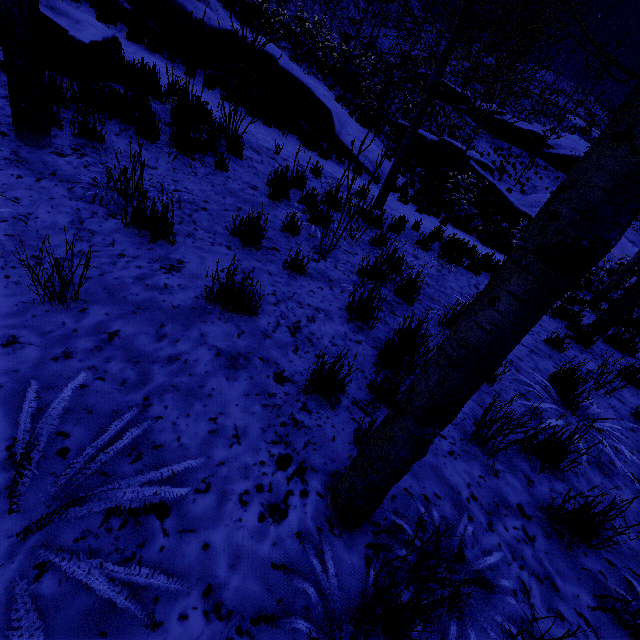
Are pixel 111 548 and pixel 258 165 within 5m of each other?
no

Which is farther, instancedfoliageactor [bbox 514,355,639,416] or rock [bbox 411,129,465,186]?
rock [bbox 411,129,465,186]

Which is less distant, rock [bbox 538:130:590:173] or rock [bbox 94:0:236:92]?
rock [bbox 94:0:236:92]

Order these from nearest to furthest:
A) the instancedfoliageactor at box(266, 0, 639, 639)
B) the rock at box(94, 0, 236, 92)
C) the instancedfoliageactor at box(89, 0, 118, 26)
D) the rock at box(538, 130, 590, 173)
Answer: the instancedfoliageactor at box(266, 0, 639, 639)
the instancedfoliageactor at box(89, 0, 118, 26)
the rock at box(94, 0, 236, 92)
the rock at box(538, 130, 590, 173)

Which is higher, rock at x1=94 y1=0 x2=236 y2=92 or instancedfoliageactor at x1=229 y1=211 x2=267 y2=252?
rock at x1=94 y1=0 x2=236 y2=92

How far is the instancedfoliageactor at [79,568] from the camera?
1.0m

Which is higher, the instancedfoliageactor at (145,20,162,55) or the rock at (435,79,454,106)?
the rock at (435,79,454,106)

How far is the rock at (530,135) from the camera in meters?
27.3
